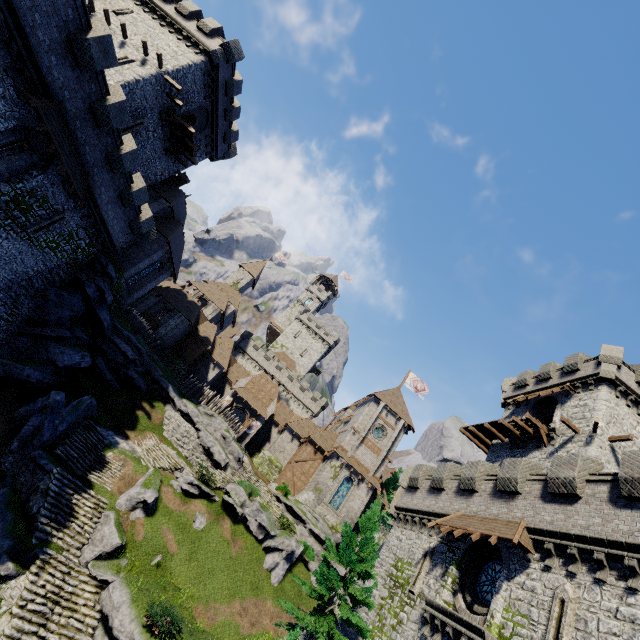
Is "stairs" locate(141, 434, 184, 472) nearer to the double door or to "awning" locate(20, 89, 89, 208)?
the double door

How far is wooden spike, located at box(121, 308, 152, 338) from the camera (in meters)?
32.44

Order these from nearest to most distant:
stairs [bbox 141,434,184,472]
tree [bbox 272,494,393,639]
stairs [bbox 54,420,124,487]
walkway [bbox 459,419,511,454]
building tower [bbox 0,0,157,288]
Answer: building tower [bbox 0,0,157,288] → tree [bbox 272,494,393,639] → stairs [bbox 54,420,124,487] → stairs [bbox 141,434,184,472] → walkway [bbox 459,419,511,454]

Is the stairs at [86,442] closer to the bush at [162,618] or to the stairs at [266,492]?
the bush at [162,618]

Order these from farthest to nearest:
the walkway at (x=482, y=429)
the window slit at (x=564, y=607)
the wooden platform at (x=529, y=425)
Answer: the walkway at (x=482, y=429)
the wooden platform at (x=529, y=425)
the window slit at (x=564, y=607)

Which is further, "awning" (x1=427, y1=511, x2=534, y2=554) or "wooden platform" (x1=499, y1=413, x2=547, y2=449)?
"wooden platform" (x1=499, y1=413, x2=547, y2=449)

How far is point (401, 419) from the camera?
41.8 meters

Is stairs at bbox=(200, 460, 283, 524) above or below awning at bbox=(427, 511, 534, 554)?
below
